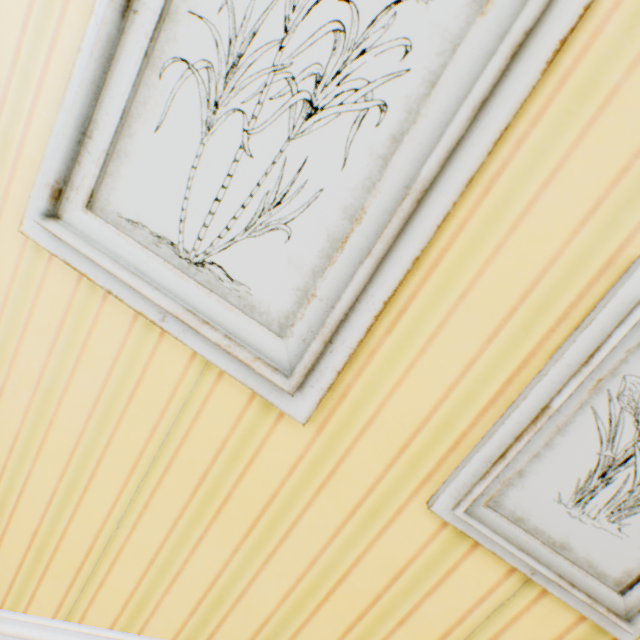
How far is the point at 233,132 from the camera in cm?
60
